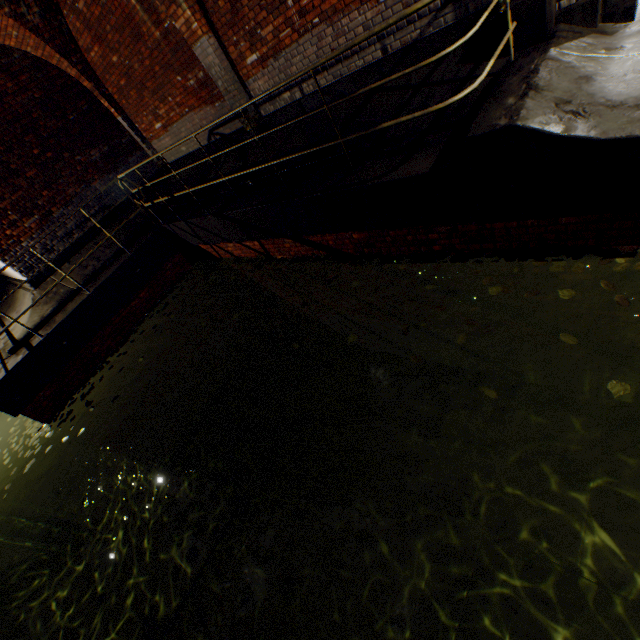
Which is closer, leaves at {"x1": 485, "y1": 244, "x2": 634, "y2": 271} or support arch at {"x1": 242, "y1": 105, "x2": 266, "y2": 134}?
leaves at {"x1": 485, "y1": 244, "x2": 634, "y2": 271}

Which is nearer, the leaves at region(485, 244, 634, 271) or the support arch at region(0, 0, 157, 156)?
the leaves at region(485, 244, 634, 271)

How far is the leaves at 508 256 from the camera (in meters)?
3.05

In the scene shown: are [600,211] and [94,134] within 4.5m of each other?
no

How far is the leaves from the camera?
3.1 meters

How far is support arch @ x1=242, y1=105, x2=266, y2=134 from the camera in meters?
6.6

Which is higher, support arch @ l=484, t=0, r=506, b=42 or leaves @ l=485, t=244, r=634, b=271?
support arch @ l=484, t=0, r=506, b=42

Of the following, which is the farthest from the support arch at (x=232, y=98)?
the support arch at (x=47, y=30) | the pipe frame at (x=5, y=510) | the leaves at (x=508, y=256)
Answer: the pipe frame at (x=5, y=510)
